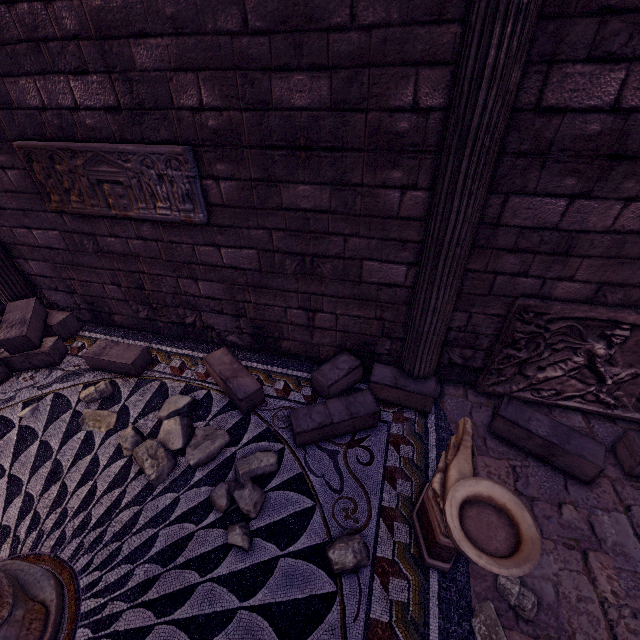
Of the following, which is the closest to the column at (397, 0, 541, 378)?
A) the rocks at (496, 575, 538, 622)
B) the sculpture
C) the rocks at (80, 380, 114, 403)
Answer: the sculpture

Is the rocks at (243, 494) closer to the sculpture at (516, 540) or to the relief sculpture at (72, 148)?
the sculpture at (516, 540)

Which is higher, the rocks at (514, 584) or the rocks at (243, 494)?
the rocks at (243, 494)

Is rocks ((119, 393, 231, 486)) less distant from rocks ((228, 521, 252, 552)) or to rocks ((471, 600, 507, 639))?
rocks ((228, 521, 252, 552))

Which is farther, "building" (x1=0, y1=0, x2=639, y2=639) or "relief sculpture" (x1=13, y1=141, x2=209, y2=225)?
"relief sculpture" (x1=13, y1=141, x2=209, y2=225)

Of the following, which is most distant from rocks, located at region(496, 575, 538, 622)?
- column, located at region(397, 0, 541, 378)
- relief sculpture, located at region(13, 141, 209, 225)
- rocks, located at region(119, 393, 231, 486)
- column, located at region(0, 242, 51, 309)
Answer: column, located at region(0, 242, 51, 309)

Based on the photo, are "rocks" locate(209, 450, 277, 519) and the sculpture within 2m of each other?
yes

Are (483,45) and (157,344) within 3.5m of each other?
no
